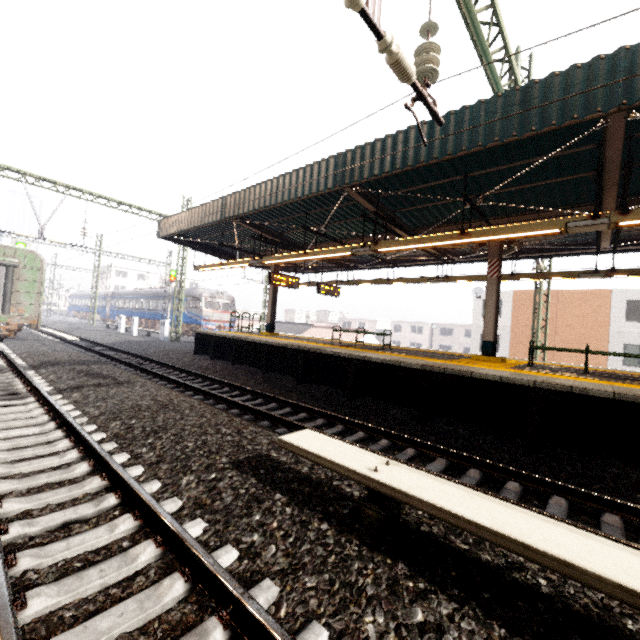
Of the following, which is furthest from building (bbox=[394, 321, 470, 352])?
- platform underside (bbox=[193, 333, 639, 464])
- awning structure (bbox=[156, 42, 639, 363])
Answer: platform underside (bbox=[193, 333, 639, 464])

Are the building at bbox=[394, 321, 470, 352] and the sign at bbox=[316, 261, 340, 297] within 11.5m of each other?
no

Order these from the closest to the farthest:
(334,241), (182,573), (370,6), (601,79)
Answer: (182,573)
(370,6)
(601,79)
(334,241)

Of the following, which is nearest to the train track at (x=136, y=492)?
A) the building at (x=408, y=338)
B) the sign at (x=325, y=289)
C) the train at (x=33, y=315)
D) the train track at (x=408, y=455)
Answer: the train at (x=33, y=315)

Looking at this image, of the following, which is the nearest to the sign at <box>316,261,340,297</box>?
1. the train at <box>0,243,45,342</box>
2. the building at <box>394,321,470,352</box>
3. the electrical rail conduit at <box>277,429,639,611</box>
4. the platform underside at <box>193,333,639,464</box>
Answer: the platform underside at <box>193,333,639,464</box>

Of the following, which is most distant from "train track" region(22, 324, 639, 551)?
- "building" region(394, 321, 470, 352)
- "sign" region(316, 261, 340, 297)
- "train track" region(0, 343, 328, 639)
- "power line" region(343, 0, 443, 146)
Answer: "building" region(394, 321, 470, 352)

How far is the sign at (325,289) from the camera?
14.9m

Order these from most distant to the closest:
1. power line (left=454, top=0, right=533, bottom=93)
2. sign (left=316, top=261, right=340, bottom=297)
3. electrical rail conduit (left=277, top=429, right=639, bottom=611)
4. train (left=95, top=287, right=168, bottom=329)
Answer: train (left=95, top=287, right=168, bottom=329)
sign (left=316, top=261, right=340, bottom=297)
power line (left=454, top=0, right=533, bottom=93)
electrical rail conduit (left=277, top=429, right=639, bottom=611)
